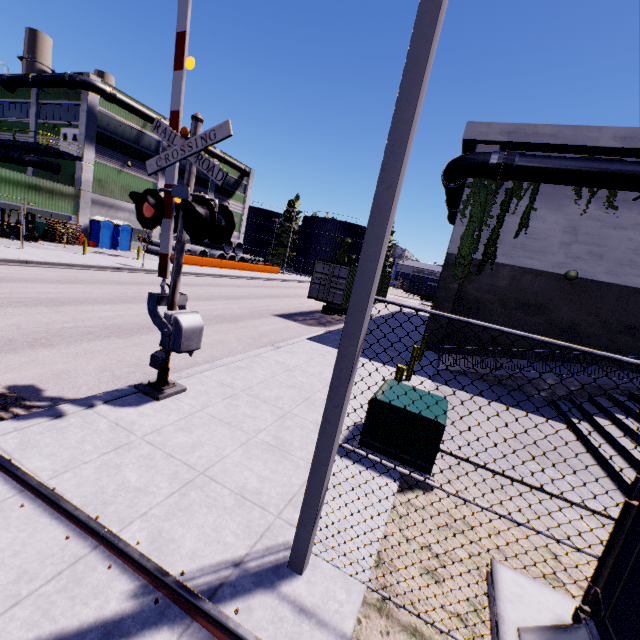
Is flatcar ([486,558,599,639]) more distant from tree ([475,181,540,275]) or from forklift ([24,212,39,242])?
forklift ([24,212,39,242])

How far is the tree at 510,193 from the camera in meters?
14.5 m

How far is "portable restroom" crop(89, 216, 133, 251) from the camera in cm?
3105

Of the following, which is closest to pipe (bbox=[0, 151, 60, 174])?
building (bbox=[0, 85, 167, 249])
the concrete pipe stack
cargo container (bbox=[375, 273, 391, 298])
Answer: building (bbox=[0, 85, 167, 249])

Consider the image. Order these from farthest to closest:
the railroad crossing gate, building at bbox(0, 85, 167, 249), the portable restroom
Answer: the portable restroom → building at bbox(0, 85, 167, 249) → the railroad crossing gate

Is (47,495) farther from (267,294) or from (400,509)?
(267,294)

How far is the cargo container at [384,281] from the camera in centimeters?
2452cm

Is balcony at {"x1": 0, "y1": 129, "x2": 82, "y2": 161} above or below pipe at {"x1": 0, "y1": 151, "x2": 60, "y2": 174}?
above
